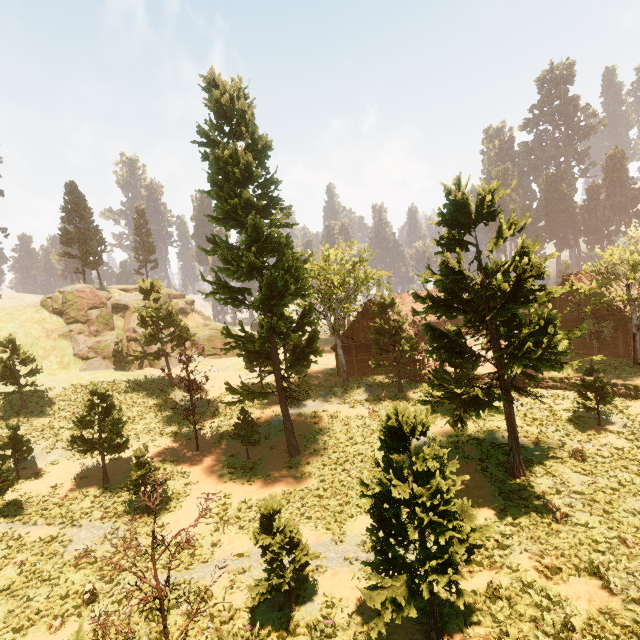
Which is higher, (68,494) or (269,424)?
(68,494)

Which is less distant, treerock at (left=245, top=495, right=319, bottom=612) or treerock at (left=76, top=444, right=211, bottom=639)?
treerock at (left=76, top=444, right=211, bottom=639)

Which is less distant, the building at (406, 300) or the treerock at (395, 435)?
the treerock at (395, 435)

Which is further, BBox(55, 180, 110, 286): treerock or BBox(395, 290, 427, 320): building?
BBox(395, 290, 427, 320): building

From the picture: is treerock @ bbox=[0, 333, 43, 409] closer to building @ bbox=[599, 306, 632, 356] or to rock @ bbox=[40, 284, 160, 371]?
building @ bbox=[599, 306, 632, 356]

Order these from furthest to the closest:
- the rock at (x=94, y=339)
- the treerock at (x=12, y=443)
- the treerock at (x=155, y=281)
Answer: the rock at (x=94, y=339) → the treerock at (x=155, y=281) → the treerock at (x=12, y=443)

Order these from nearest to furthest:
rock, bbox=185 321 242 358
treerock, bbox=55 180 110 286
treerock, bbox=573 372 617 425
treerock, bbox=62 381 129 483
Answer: treerock, bbox=573 372 617 425 < treerock, bbox=62 381 129 483 < treerock, bbox=55 180 110 286 < rock, bbox=185 321 242 358
